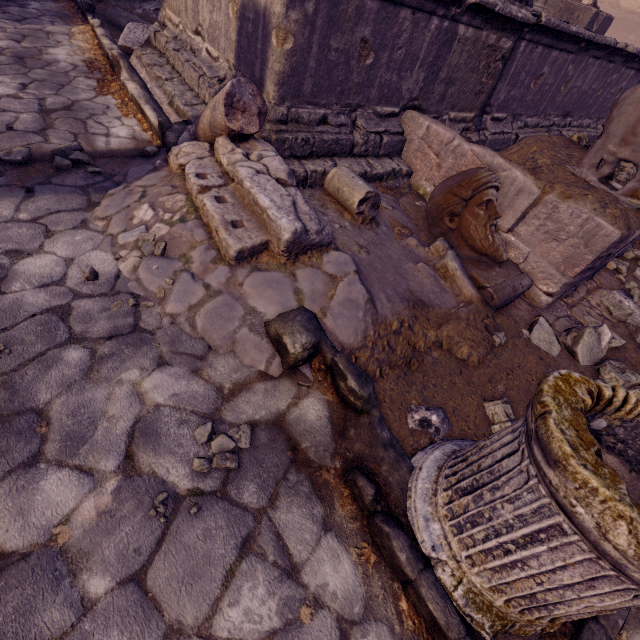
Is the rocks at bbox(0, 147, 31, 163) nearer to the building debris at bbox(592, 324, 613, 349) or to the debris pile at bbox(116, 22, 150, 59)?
the debris pile at bbox(116, 22, 150, 59)

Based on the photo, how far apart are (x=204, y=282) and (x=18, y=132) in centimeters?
242cm

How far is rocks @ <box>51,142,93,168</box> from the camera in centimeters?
252cm

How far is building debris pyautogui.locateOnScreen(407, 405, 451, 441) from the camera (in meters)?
1.83

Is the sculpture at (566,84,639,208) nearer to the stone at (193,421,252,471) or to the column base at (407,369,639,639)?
the column base at (407,369,639,639)

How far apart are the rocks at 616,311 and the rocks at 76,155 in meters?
4.7 m

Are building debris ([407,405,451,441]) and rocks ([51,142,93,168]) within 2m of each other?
no

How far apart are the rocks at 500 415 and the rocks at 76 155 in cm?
342
